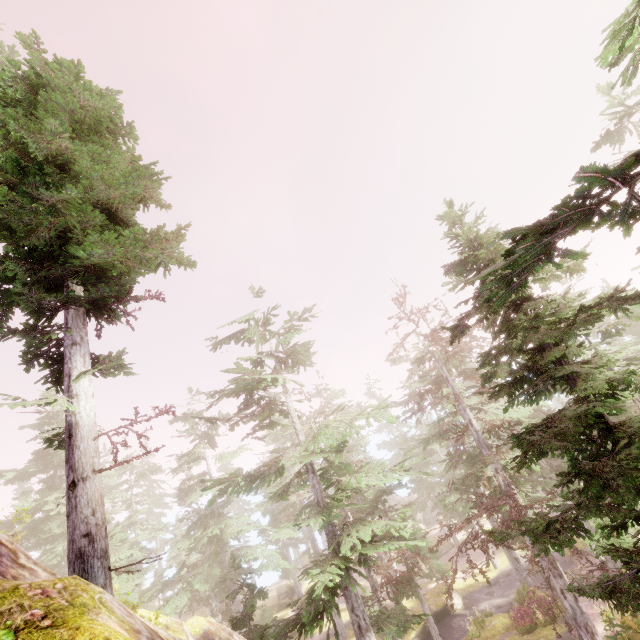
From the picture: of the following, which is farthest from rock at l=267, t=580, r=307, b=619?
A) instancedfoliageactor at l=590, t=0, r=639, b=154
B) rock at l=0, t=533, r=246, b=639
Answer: rock at l=0, t=533, r=246, b=639

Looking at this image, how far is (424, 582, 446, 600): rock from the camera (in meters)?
30.31

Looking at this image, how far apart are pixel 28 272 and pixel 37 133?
2.3m

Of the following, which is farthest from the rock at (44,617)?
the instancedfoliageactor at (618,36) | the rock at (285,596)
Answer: the rock at (285,596)

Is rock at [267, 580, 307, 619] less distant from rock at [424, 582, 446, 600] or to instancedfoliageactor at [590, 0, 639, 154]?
instancedfoliageactor at [590, 0, 639, 154]

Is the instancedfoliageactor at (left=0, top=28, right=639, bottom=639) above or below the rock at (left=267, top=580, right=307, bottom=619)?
above
